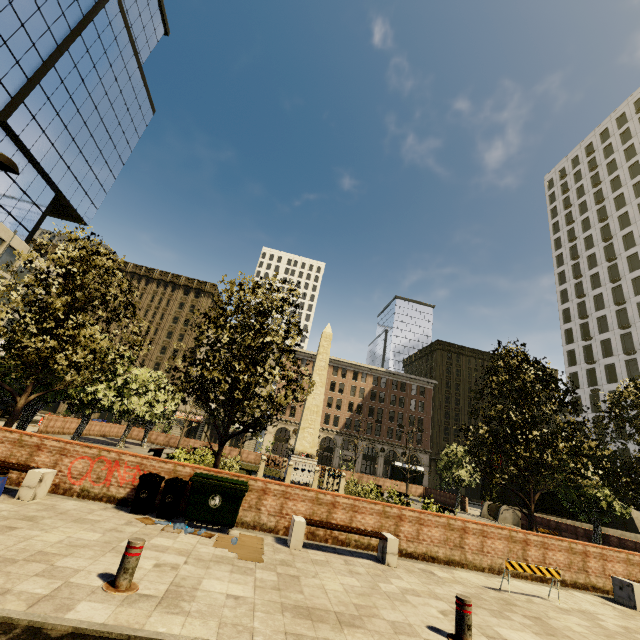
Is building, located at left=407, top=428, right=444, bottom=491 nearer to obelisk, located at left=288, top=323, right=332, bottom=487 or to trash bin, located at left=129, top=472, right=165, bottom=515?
trash bin, located at left=129, top=472, right=165, bottom=515

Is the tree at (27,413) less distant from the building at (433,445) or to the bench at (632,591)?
the building at (433,445)

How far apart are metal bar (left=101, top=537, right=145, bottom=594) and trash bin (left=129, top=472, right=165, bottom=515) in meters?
3.6 m

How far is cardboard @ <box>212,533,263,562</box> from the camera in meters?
6.4 m

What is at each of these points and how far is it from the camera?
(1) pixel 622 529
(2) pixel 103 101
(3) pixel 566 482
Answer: (1) underground building, 26.3 meters
(2) building, 42.4 meters
(3) tree, 18.4 meters

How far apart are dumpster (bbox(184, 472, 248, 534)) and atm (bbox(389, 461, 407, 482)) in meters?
34.0 m

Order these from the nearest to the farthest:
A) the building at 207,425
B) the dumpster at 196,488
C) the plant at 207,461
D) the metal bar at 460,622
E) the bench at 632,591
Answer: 1. the metal bar at 460,622
2. the dumpster at 196,488
3. the bench at 632,591
4. the plant at 207,461
5. the building at 207,425

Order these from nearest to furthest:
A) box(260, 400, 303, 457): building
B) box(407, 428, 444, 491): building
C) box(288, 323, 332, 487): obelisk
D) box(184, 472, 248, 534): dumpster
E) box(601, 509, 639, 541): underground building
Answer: box(184, 472, 248, 534): dumpster → box(288, 323, 332, 487): obelisk → box(601, 509, 639, 541): underground building → box(260, 400, 303, 457): building → box(407, 428, 444, 491): building
